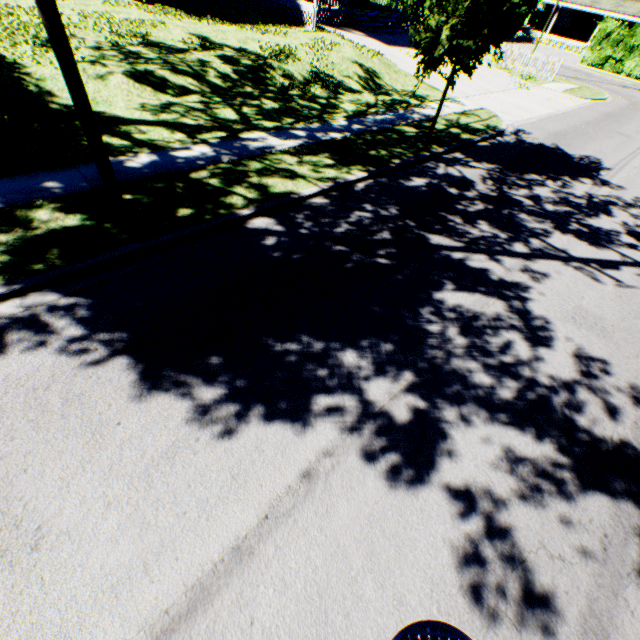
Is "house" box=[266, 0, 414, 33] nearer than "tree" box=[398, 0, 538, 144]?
No

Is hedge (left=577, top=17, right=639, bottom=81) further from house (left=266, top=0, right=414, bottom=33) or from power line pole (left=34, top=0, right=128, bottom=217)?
power line pole (left=34, top=0, right=128, bottom=217)

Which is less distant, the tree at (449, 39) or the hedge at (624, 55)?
the tree at (449, 39)

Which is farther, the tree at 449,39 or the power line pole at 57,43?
the tree at 449,39

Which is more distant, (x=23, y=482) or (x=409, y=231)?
(x=409, y=231)

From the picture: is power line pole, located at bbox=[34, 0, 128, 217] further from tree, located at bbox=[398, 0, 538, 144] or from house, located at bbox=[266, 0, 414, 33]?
house, located at bbox=[266, 0, 414, 33]

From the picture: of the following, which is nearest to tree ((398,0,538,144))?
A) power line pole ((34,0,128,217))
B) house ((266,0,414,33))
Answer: power line pole ((34,0,128,217))
